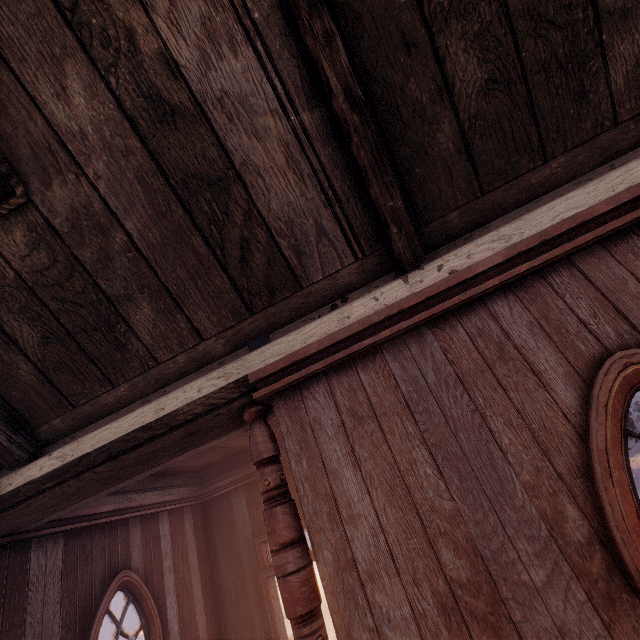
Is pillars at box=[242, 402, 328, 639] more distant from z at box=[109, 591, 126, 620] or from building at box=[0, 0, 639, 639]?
z at box=[109, 591, 126, 620]

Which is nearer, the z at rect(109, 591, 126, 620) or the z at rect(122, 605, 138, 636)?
the z at rect(122, 605, 138, 636)

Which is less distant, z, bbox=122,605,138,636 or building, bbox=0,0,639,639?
building, bbox=0,0,639,639

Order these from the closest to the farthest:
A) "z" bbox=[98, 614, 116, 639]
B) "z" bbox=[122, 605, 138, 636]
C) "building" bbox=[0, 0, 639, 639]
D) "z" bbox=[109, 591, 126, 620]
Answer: "building" bbox=[0, 0, 639, 639] → "z" bbox=[98, 614, 116, 639] → "z" bbox=[122, 605, 138, 636] → "z" bbox=[109, 591, 126, 620]

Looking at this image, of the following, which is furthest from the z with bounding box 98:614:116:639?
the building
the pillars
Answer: the pillars

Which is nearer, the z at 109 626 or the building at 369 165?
the building at 369 165

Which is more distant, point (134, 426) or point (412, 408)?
point (134, 426)

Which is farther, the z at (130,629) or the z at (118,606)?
the z at (118,606)
